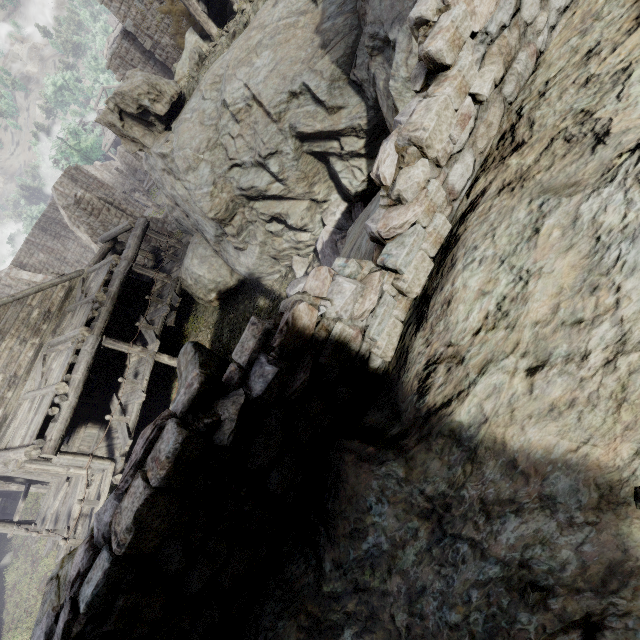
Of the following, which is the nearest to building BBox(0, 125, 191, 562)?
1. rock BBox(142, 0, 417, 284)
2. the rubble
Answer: rock BBox(142, 0, 417, 284)

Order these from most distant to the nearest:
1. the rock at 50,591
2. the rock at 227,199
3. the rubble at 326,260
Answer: the rubble at 326,260, the rock at 227,199, the rock at 50,591

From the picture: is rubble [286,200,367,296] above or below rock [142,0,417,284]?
below

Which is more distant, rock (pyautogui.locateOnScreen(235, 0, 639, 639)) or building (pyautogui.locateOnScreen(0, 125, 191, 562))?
building (pyautogui.locateOnScreen(0, 125, 191, 562))

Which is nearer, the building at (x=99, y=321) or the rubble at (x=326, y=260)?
the rubble at (x=326, y=260)

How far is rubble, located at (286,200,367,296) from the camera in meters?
9.1

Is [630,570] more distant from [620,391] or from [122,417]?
[122,417]

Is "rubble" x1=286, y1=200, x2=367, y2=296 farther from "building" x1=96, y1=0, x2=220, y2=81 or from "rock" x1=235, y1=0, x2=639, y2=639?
"building" x1=96, y1=0, x2=220, y2=81
